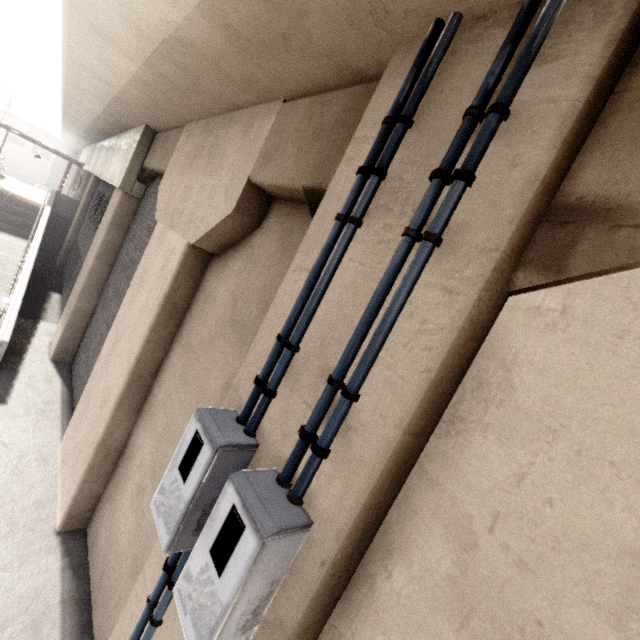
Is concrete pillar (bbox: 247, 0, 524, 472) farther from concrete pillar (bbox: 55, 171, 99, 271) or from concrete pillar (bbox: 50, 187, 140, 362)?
concrete pillar (bbox: 55, 171, 99, 271)

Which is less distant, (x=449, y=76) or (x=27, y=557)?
(x=449, y=76)

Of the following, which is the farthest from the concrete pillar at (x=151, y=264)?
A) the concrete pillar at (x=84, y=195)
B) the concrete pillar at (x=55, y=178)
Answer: the concrete pillar at (x=55, y=178)

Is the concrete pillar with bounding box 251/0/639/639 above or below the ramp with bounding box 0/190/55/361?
above

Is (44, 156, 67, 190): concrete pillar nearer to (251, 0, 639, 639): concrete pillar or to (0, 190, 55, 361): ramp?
(0, 190, 55, 361): ramp

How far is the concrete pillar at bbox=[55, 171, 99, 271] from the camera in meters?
16.0

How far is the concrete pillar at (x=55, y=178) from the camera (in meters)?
50.41

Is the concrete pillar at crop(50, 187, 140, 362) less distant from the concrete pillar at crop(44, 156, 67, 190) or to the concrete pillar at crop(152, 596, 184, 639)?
the concrete pillar at crop(152, 596, 184, 639)
